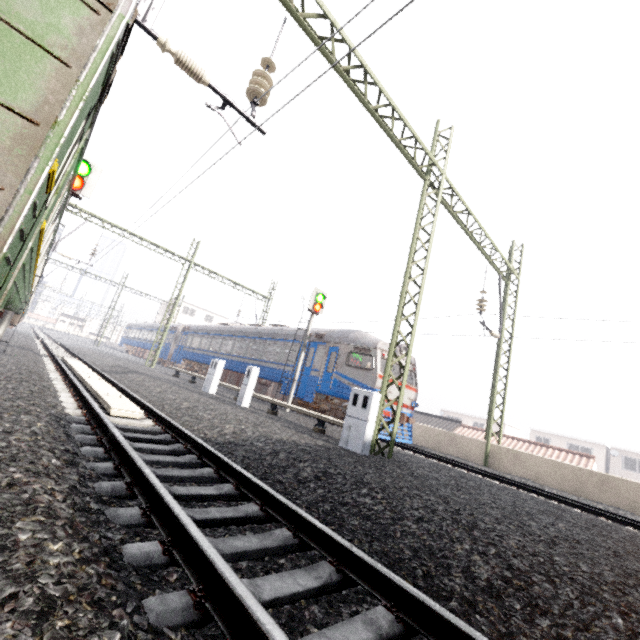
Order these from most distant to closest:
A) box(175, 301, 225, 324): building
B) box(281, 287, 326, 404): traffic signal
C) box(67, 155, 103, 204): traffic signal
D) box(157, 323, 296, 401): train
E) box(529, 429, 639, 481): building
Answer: box(175, 301, 225, 324): building < box(529, 429, 639, 481): building < box(157, 323, 296, 401): train < box(281, 287, 326, 404): traffic signal < box(67, 155, 103, 204): traffic signal

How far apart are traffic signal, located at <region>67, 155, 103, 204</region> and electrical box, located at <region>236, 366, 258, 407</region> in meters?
6.6

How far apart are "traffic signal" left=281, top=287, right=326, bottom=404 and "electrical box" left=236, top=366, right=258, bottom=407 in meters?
2.9

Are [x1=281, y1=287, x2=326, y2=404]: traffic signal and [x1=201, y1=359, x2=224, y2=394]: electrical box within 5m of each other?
yes

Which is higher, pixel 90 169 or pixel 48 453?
pixel 90 169

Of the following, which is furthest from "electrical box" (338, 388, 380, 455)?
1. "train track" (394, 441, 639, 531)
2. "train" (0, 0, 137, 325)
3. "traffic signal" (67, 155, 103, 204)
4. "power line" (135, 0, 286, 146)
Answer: "traffic signal" (67, 155, 103, 204)

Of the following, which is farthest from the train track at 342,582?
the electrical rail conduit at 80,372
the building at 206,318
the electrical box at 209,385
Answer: the building at 206,318

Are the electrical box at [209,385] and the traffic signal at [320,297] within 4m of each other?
yes
